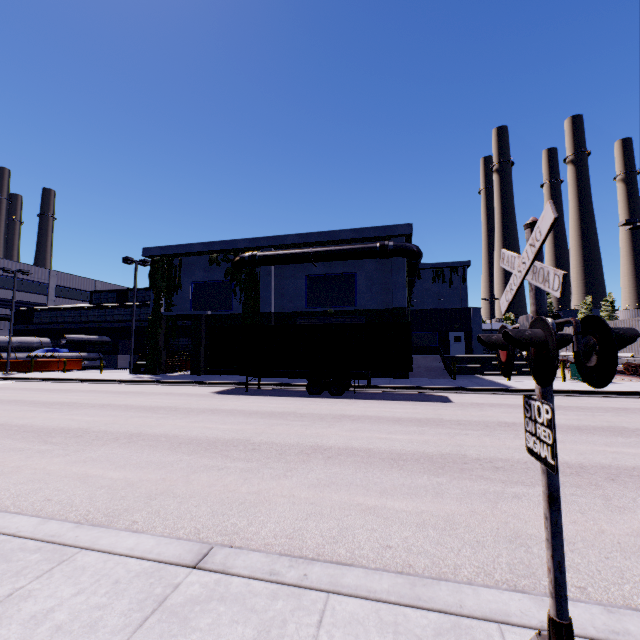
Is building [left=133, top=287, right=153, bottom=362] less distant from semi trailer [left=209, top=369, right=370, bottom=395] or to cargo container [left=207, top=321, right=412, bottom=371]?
cargo container [left=207, top=321, right=412, bottom=371]

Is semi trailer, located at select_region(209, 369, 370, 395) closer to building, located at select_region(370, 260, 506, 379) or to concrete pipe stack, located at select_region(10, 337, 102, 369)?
building, located at select_region(370, 260, 506, 379)

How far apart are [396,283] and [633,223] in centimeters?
1457cm

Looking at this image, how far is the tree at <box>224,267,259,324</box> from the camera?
25.1m

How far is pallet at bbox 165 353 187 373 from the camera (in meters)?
29.40

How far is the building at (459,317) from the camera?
24.39m

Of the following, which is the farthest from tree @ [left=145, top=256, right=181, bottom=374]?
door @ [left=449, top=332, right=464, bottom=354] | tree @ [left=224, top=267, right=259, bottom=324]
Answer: door @ [left=449, top=332, right=464, bottom=354]
